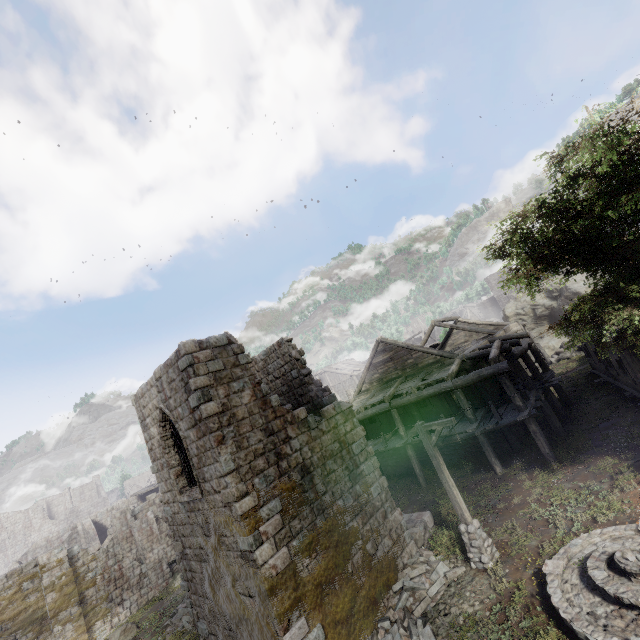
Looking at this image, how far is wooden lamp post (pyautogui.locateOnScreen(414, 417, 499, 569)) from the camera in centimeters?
1052cm

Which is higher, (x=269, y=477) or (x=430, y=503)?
(x=269, y=477)

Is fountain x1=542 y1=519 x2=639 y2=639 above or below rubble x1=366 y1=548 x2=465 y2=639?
above

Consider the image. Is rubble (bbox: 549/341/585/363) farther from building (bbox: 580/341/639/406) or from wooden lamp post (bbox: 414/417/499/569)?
wooden lamp post (bbox: 414/417/499/569)

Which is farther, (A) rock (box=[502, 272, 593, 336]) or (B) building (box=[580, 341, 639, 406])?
(A) rock (box=[502, 272, 593, 336])

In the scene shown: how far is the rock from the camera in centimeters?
3142cm

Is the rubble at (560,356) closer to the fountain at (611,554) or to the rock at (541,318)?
the rock at (541,318)

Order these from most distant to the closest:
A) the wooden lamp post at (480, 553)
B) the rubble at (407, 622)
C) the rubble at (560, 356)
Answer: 1. the rubble at (560, 356)
2. the wooden lamp post at (480, 553)
3. the rubble at (407, 622)
